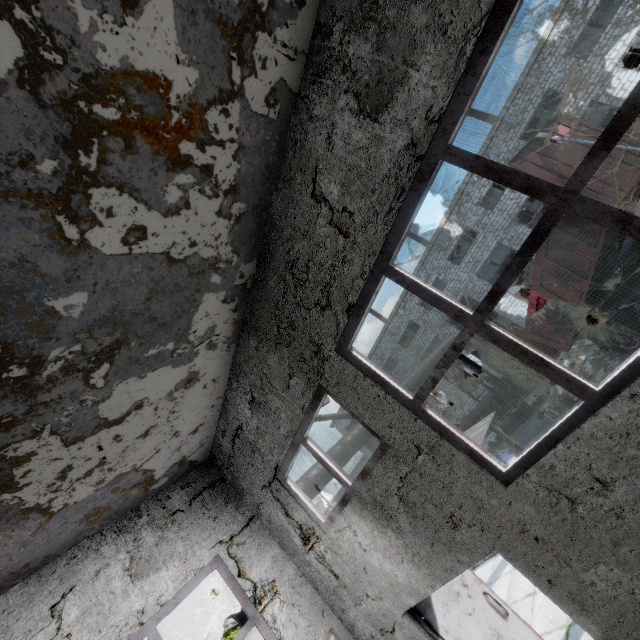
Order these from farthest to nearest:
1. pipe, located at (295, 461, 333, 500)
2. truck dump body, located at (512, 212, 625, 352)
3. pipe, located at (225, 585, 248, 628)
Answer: pipe, located at (295, 461, 333, 500)
truck dump body, located at (512, 212, 625, 352)
pipe, located at (225, 585, 248, 628)

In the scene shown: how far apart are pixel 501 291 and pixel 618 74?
24.9 meters

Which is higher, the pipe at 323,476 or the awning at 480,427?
the pipe at 323,476

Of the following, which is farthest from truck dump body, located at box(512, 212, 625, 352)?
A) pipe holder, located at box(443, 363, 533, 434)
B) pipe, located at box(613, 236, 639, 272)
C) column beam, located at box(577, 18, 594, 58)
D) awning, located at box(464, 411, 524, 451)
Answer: column beam, located at box(577, 18, 594, 58)

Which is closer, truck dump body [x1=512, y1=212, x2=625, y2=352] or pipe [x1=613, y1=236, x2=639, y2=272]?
truck dump body [x1=512, y1=212, x2=625, y2=352]

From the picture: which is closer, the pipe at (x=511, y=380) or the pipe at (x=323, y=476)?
the pipe at (x=323, y=476)

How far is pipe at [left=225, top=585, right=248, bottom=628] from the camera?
7.1 meters

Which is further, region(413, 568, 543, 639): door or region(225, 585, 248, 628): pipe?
region(225, 585, 248, 628): pipe
